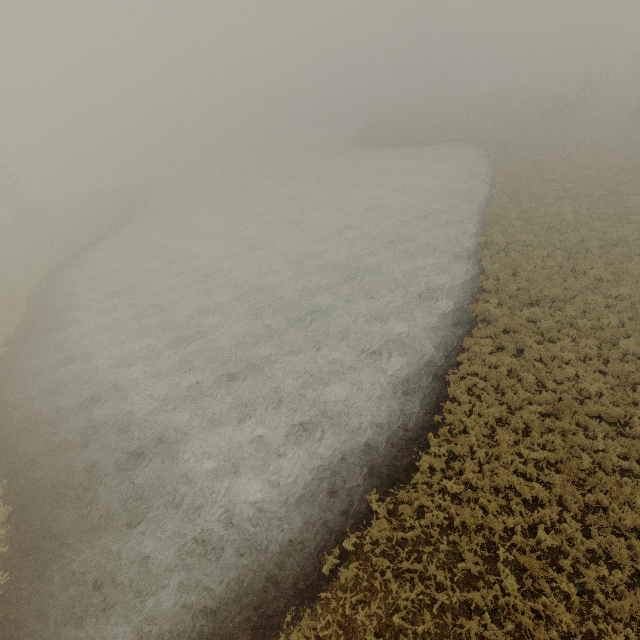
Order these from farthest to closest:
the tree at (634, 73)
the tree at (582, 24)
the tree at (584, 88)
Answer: the tree at (582, 24) < the tree at (634, 73) < the tree at (584, 88)

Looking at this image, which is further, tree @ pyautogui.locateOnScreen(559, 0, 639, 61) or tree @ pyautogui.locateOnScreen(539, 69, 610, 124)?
tree @ pyautogui.locateOnScreen(559, 0, 639, 61)

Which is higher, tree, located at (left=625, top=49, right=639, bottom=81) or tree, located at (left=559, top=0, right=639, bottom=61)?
tree, located at (left=559, top=0, right=639, bottom=61)

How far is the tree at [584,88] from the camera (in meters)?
39.11

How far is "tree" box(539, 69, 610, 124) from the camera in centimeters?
3911cm

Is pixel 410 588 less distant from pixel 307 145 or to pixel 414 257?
pixel 414 257
